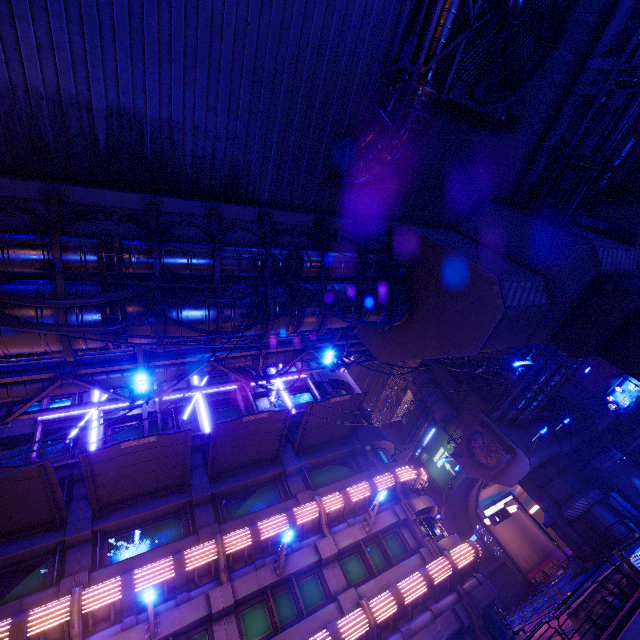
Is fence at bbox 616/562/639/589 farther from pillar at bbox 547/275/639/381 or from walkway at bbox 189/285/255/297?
walkway at bbox 189/285/255/297

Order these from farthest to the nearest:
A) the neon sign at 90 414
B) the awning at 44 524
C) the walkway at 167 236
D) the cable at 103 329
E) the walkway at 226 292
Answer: the neon sign at 90 414, the awning at 44 524, the walkway at 226 292, the walkway at 167 236, the cable at 103 329

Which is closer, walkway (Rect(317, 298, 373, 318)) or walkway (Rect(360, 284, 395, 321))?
walkway (Rect(317, 298, 373, 318))

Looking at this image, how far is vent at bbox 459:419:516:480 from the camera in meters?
30.7 m

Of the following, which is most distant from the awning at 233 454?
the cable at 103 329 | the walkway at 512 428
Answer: the walkway at 512 428

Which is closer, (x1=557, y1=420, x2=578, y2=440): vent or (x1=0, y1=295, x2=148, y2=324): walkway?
(x1=0, y1=295, x2=148, y2=324): walkway

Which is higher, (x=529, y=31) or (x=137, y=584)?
(x=529, y=31)

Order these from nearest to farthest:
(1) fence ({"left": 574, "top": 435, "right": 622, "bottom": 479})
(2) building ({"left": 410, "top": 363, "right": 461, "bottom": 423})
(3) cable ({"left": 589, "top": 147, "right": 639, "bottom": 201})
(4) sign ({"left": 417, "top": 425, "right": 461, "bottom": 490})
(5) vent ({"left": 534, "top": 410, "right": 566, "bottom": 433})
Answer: (3) cable ({"left": 589, "top": 147, "right": 639, "bottom": 201}) < (1) fence ({"left": 574, "top": 435, "right": 622, "bottom": 479}) < (5) vent ({"left": 534, "top": 410, "right": 566, "bottom": 433}) < (2) building ({"left": 410, "top": 363, "right": 461, "bottom": 423}) < (4) sign ({"left": 417, "top": 425, "right": 461, "bottom": 490})
